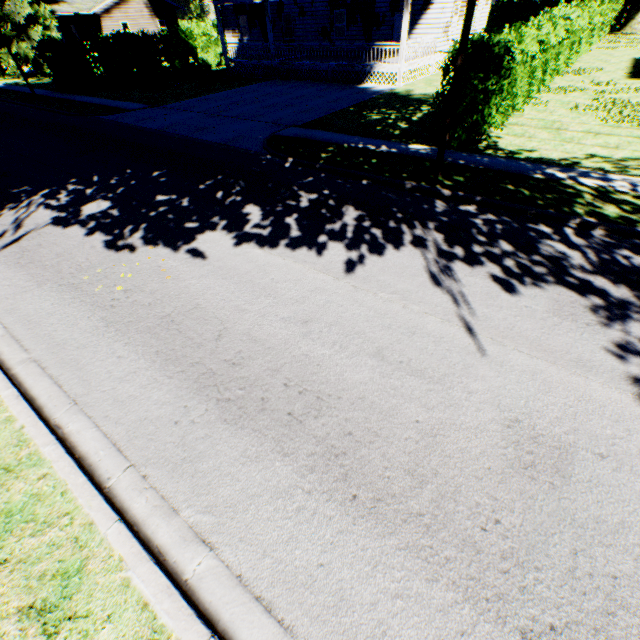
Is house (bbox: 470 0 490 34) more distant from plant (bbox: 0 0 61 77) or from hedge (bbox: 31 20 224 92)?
hedge (bbox: 31 20 224 92)

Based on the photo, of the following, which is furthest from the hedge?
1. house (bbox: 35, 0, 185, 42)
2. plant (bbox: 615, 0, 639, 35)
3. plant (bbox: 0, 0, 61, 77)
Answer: plant (bbox: 615, 0, 639, 35)

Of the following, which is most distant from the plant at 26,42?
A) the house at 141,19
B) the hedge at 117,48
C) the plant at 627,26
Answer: the hedge at 117,48

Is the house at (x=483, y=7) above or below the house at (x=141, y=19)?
below

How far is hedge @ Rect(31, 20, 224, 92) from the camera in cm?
2200

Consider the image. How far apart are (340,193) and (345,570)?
7.99m

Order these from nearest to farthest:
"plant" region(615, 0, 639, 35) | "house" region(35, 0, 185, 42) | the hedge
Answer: the hedge < "house" region(35, 0, 185, 42) < "plant" region(615, 0, 639, 35)

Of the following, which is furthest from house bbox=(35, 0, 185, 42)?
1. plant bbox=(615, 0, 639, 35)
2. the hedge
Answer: plant bbox=(615, 0, 639, 35)
